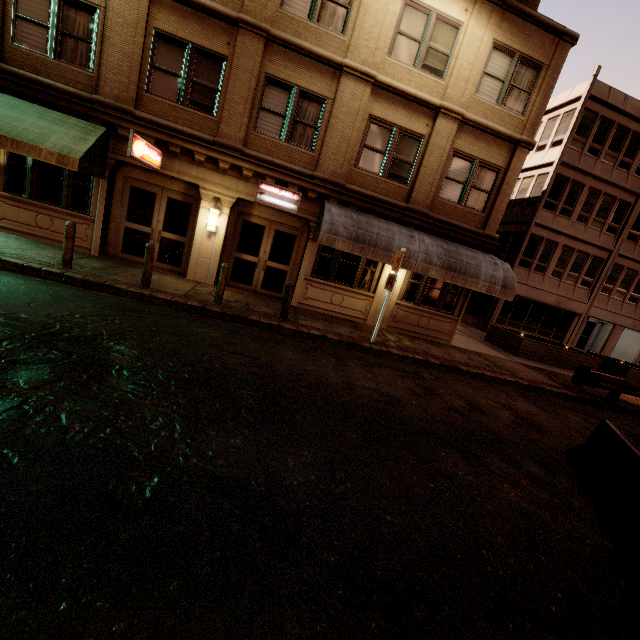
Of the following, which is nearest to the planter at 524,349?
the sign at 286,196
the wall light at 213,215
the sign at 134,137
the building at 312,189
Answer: the building at 312,189

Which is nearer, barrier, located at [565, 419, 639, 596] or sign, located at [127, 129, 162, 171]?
barrier, located at [565, 419, 639, 596]

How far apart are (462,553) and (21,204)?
14.39m

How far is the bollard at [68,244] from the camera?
8.3 meters

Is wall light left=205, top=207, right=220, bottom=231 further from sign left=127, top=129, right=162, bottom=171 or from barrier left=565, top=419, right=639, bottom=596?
barrier left=565, top=419, right=639, bottom=596

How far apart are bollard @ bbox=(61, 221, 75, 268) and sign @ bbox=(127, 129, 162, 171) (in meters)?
2.26

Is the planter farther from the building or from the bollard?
the bollard

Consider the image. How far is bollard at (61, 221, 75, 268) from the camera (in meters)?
8.31
